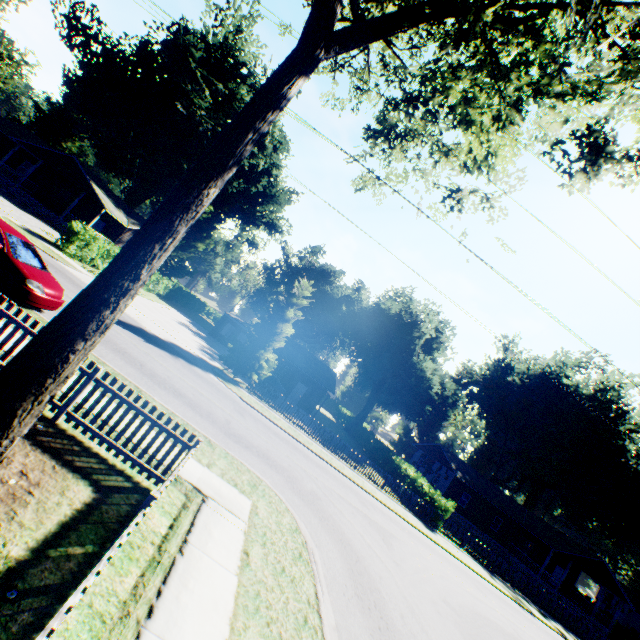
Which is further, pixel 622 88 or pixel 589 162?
pixel 622 88

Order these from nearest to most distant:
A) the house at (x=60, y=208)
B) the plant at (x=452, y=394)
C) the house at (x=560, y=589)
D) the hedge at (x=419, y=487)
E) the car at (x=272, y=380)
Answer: the hedge at (x=419, y=487), the car at (x=272, y=380), the house at (x=60, y=208), the house at (x=560, y=589), the plant at (x=452, y=394)

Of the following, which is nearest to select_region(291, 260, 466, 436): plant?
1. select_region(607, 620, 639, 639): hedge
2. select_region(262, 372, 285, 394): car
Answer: select_region(262, 372, 285, 394): car

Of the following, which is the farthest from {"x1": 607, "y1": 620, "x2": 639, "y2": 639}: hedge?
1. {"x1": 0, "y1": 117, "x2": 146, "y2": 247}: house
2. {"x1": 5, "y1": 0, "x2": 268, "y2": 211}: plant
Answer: {"x1": 0, "y1": 117, "x2": 146, "y2": 247}: house

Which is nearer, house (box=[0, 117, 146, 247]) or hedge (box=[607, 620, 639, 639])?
house (box=[0, 117, 146, 247])

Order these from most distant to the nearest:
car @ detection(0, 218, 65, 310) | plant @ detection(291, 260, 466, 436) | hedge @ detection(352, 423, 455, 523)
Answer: plant @ detection(291, 260, 466, 436)
hedge @ detection(352, 423, 455, 523)
car @ detection(0, 218, 65, 310)

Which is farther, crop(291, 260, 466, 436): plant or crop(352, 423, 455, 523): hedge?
crop(291, 260, 466, 436): plant

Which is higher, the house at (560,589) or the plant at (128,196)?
the plant at (128,196)
